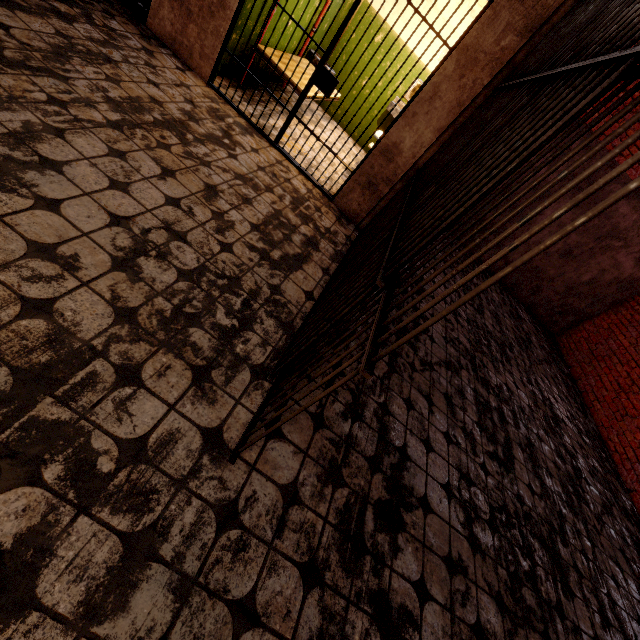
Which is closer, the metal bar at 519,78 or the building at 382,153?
the metal bar at 519,78

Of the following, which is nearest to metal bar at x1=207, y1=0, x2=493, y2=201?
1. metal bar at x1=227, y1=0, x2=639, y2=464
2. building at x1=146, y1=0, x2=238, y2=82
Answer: building at x1=146, y1=0, x2=238, y2=82

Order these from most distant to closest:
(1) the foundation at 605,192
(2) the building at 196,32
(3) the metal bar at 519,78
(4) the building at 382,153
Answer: (1) the foundation at 605,192, (2) the building at 196,32, (4) the building at 382,153, (3) the metal bar at 519,78

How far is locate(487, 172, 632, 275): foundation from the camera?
6.4 meters

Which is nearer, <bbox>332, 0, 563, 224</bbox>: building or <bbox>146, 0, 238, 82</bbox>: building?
<bbox>332, 0, 563, 224</bbox>: building

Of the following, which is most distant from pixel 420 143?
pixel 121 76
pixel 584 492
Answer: pixel 584 492

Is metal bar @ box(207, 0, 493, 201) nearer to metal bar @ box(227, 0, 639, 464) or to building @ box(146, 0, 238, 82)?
building @ box(146, 0, 238, 82)

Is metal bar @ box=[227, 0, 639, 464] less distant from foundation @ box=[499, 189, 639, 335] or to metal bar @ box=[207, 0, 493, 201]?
metal bar @ box=[207, 0, 493, 201]
